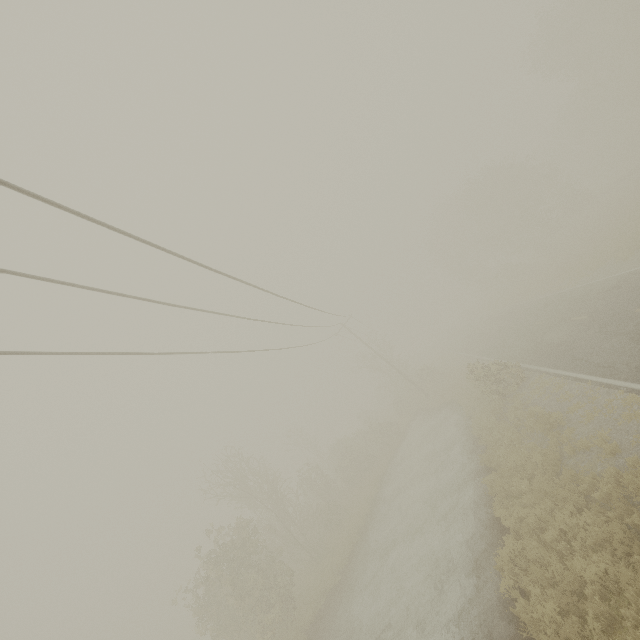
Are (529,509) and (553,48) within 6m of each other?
no
